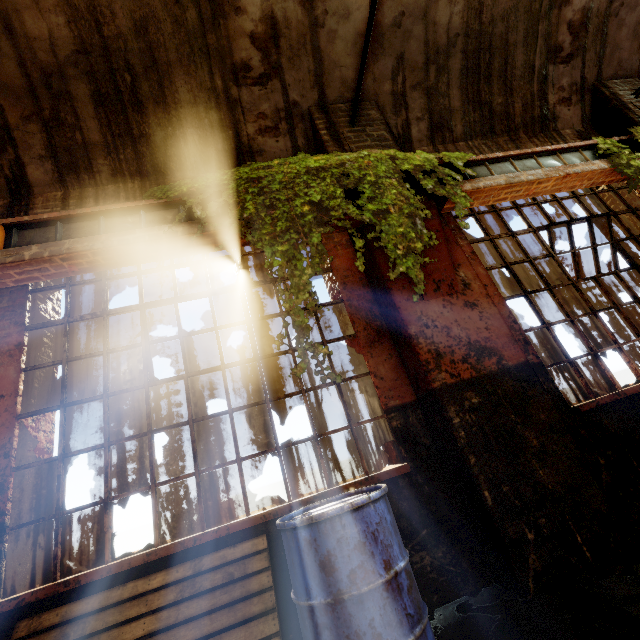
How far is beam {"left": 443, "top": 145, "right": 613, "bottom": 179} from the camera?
3.7m

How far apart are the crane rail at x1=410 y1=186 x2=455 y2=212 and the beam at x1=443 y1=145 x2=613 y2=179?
0.0 meters

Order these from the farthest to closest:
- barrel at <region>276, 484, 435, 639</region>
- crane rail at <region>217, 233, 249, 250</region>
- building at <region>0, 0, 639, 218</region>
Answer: building at <region>0, 0, 639, 218</region>, crane rail at <region>217, 233, 249, 250</region>, barrel at <region>276, 484, 435, 639</region>

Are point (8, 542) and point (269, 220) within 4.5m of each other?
yes

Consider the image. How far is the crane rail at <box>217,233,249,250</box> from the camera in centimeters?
311cm

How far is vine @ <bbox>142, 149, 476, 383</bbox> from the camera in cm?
256

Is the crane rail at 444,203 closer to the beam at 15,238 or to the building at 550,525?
the building at 550,525

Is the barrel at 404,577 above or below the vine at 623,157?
below
